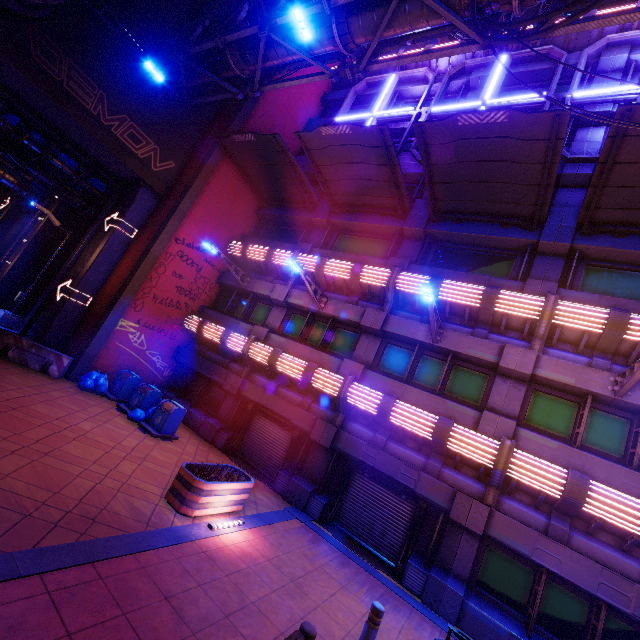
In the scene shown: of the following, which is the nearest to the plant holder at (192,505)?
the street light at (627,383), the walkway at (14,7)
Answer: the street light at (627,383)

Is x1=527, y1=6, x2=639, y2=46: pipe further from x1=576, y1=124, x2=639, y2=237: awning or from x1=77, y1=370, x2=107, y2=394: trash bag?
x1=77, y1=370, x2=107, y2=394: trash bag

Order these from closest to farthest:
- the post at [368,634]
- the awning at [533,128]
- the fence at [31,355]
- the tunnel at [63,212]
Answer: the post at [368,634] < the awning at [533,128] < the fence at [31,355] < the tunnel at [63,212]

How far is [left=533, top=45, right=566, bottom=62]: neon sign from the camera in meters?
13.4

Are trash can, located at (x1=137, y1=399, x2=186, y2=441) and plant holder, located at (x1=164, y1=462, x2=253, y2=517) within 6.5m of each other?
yes

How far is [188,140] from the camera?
16.6m

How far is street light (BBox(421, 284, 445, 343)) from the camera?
8.89m

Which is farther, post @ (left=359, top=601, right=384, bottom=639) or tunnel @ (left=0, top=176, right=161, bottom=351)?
tunnel @ (left=0, top=176, right=161, bottom=351)
